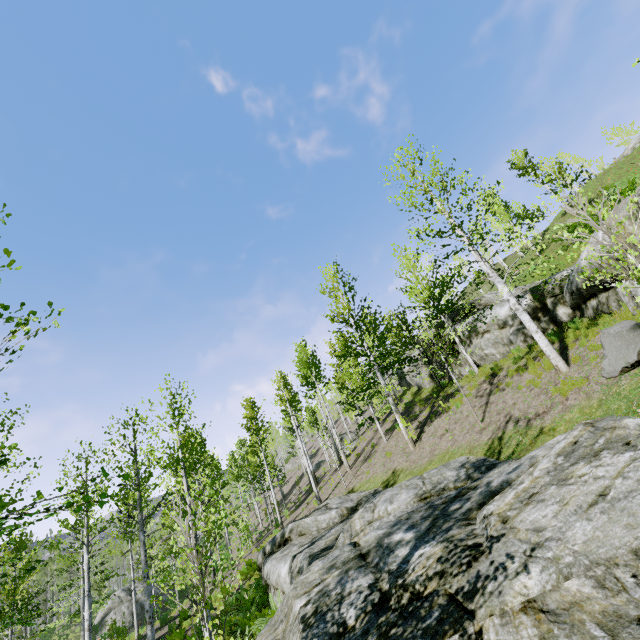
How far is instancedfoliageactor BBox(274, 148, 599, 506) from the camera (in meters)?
11.34

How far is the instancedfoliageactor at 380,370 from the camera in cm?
1134

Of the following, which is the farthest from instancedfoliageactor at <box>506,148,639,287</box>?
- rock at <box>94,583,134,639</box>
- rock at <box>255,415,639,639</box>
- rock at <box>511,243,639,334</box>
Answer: rock at <box>511,243,639,334</box>

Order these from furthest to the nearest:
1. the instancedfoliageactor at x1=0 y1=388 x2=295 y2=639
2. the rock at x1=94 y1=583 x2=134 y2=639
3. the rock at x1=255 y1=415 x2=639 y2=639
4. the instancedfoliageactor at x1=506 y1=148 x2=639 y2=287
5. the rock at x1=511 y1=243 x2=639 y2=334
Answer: the rock at x1=94 y1=583 x2=134 y2=639 < the rock at x1=511 y1=243 x2=639 y2=334 < the instancedfoliageactor at x1=0 y1=388 x2=295 y2=639 < the instancedfoliageactor at x1=506 y1=148 x2=639 y2=287 < the rock at x1=255 y1=415 x2=639 y2=639

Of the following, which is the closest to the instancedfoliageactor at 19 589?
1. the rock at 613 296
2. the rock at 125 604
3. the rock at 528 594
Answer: the rock at 528 594

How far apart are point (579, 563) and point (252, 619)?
11.1m

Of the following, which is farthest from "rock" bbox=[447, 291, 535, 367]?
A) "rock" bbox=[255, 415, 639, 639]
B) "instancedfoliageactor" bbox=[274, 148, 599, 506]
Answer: "instancedfoliageactor" bbox=[274, 148, 599, 506]

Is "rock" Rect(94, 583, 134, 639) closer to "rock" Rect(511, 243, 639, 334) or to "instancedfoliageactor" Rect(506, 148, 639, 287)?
"instancedfoliageactor" Rect(506, 148, 639, 287)
